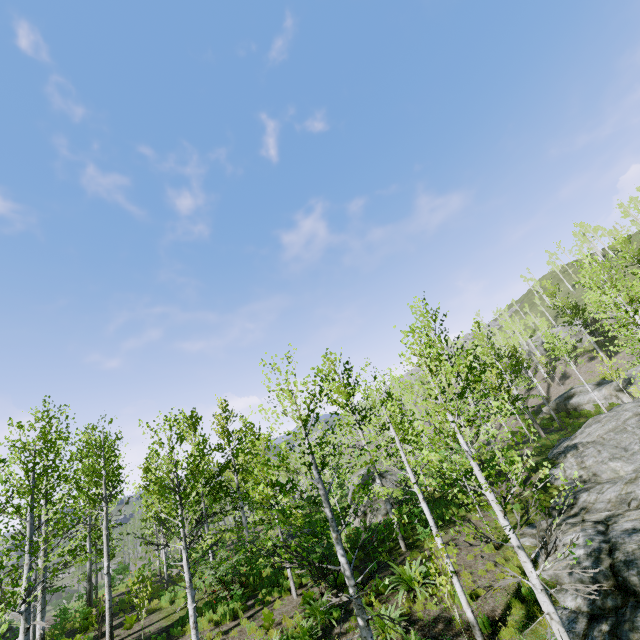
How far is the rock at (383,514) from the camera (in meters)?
18.40

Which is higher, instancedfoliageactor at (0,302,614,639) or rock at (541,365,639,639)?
instancedfoliageactor at (0,302,614,639)

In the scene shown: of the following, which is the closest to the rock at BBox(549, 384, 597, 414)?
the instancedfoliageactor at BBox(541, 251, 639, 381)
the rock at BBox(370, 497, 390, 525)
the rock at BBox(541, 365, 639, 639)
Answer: the instancedfoliageactor at BBox(541, 251, 639, 381)

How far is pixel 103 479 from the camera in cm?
1587

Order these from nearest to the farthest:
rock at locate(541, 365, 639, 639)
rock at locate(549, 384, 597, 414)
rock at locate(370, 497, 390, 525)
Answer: rock at locate(541, 365, 639, 639), rock at locate(370, 497, 390, 525), rock at locate(549, 384, 597, 414)

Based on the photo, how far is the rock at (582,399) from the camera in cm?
3097

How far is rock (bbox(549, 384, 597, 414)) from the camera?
31.0 meters

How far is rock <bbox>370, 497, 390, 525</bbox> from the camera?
18.40m
